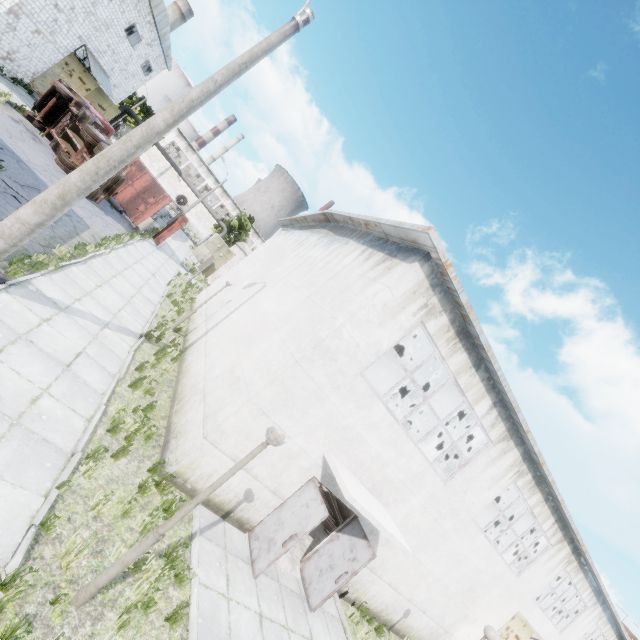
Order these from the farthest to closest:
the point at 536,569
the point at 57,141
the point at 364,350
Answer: the point at 57,141, the point at 536,569, the point at 364,350

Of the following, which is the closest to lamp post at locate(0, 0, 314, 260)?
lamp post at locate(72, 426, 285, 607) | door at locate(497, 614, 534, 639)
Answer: lamp post at locate(72, 426, 285, 607)

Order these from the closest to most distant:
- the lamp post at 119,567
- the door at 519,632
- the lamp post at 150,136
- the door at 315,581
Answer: the lamp post at 119,567
the lamp post at 150,136
the door at 315,581
the door at 519,632

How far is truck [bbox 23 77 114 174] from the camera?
17.0m

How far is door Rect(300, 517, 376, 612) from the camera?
8.4m

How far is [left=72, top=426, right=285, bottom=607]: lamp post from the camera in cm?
414

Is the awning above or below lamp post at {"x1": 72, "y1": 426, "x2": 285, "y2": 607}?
above

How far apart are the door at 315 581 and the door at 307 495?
2.1 meters
